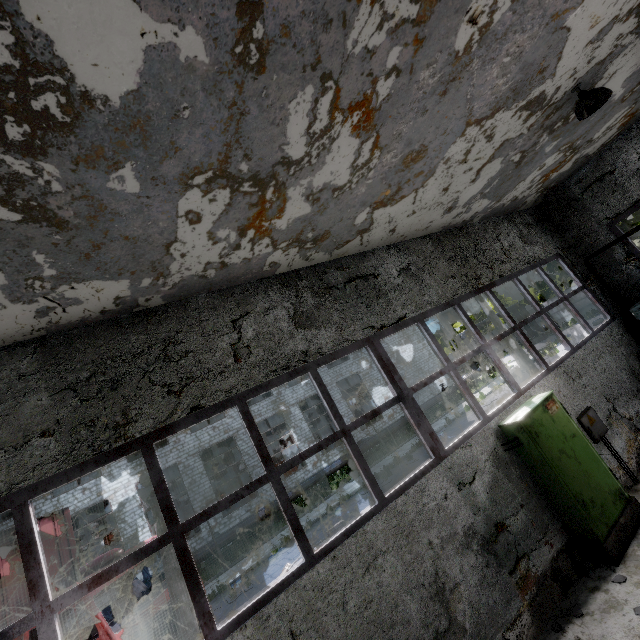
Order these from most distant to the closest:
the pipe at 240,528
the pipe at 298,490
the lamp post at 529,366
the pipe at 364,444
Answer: the pipe at 364,444, the pipe at 298,490, the pipe at 240,528, the lamp post at 529,366

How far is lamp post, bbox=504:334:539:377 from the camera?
A: 15.25m

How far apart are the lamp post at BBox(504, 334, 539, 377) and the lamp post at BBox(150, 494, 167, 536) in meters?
15.0 m

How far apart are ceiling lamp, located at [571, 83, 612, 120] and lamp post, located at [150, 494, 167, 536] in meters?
12.2

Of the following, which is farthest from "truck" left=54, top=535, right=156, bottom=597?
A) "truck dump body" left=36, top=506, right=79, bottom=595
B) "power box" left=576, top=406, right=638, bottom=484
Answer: "power box" left=576, top=406, right=638, bottom=484

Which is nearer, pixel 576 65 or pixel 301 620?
pixel 301 620

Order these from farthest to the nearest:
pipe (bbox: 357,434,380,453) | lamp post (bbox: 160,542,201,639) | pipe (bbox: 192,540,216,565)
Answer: pipe (bbox: 357,434,380,453) < pipe (bbox: 192,540,216,565) < lamp post (bbox: 160,542,201,639)

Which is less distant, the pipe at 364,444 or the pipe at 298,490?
the pipe at 298,490
